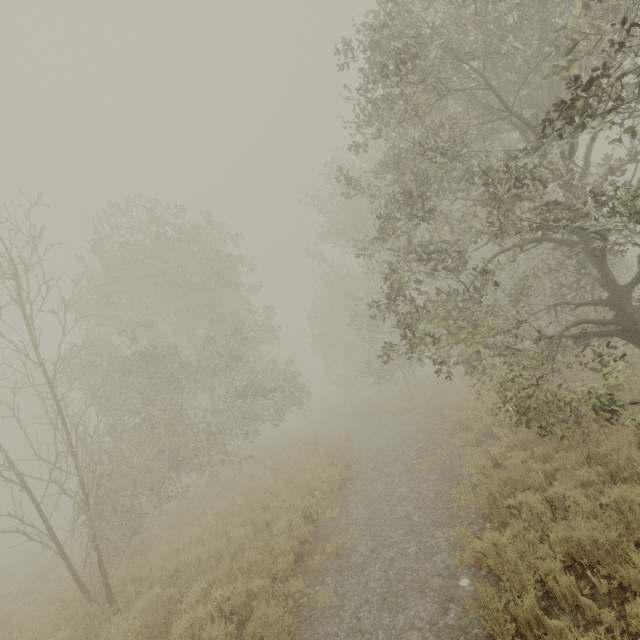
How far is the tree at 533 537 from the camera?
4.4 meters

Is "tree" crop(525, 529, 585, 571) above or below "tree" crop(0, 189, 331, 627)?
below

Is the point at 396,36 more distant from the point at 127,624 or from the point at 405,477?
the point at 127,624

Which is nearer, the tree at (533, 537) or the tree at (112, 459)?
the tree at (533, 537)

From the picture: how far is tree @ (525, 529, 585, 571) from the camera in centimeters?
437cm

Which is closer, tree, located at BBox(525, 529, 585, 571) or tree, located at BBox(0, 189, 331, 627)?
tree, located at BBox(525, 529, 585, 571)
